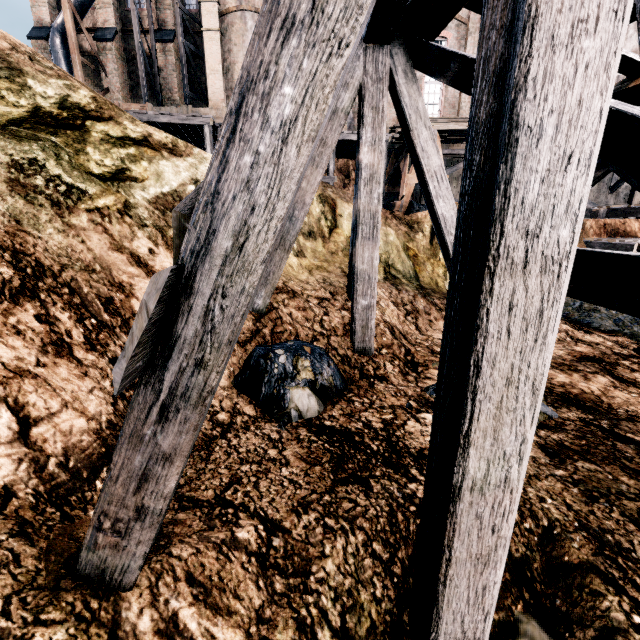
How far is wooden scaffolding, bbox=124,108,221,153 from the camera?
13.7m

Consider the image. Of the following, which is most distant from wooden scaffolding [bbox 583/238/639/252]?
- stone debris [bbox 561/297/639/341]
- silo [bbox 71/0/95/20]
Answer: silo [bbox 71/0/95/20]

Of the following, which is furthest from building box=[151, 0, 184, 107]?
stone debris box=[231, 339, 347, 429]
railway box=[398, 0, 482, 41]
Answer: stone debris box=[231, 339, 347, 429]

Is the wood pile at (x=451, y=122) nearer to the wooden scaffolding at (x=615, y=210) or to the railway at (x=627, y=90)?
the wooden scaffolding at (x=615, y=210)

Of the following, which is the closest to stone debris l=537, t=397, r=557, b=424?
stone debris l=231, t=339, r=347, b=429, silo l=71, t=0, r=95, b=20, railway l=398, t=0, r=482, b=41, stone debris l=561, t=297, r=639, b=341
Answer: stone debris l=231, t=339, r=347, b=429

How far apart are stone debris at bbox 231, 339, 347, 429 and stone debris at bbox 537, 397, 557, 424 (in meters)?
1.31

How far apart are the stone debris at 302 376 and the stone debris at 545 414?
1.31m

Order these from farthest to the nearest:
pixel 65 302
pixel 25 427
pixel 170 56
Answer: pixel 170 56 → pixel 65 302 → pixel 25 427
